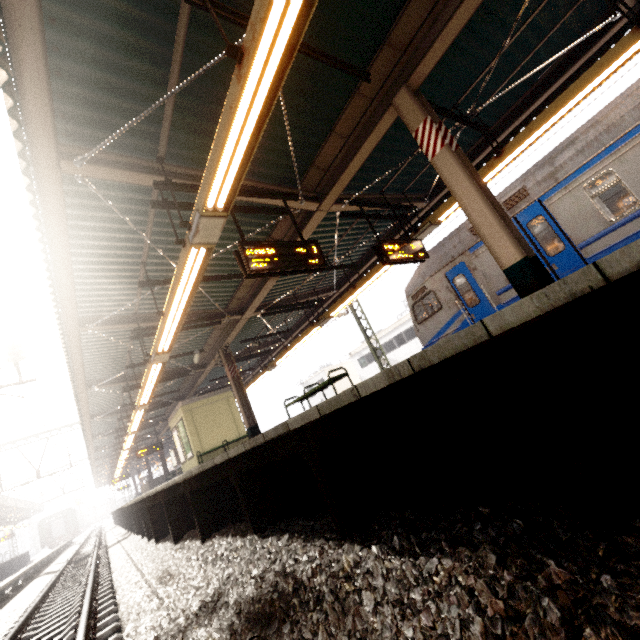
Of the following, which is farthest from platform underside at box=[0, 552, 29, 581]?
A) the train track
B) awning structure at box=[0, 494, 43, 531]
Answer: the train track

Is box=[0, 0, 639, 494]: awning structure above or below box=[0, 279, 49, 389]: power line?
below

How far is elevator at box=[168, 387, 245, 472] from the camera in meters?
14.0 m

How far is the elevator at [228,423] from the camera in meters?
14.0

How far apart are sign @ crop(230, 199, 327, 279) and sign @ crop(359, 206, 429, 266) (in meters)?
1.64

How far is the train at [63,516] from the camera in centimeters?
4406cm

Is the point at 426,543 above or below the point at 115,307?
below

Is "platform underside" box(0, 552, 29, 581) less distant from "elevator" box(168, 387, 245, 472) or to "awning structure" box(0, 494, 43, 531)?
"awning structure" box(0, 494, 43, 531)
